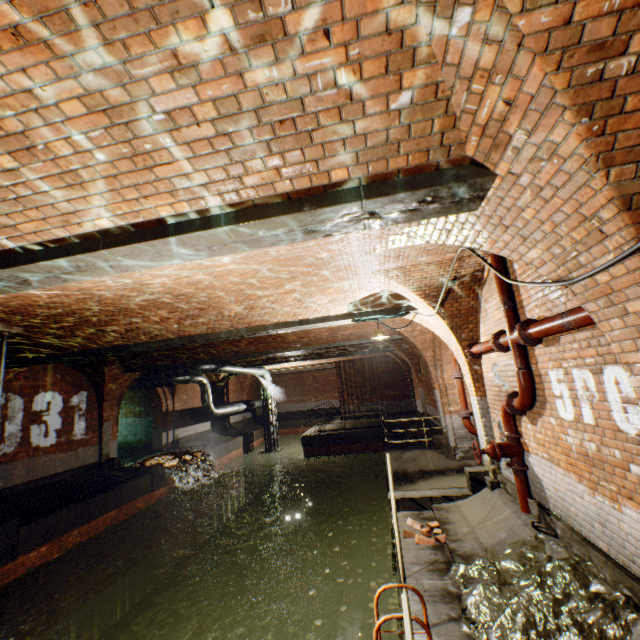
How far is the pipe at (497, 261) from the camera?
5.0 meters

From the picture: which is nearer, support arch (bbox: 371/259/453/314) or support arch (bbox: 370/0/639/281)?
support arch (bbox: 370/0/639/281)

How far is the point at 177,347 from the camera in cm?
1186

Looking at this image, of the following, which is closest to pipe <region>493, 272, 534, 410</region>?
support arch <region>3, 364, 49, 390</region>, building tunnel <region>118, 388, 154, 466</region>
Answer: support arch <region>3, 364, 49, 390</region>

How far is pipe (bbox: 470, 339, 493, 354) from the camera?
5.8 meters

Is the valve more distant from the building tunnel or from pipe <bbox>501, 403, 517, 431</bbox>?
the building tunnel

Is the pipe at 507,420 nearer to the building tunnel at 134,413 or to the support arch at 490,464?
the support arch at 490,464

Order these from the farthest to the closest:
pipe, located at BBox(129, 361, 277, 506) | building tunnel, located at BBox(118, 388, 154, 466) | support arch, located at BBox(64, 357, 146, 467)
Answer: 1. building tunnel, located at BBox(118, 388, 154, 466)
2. pipe, located at BBox(129, 361, 277, 506)
3. support arch, located at BBox(64, 357, 146, 467)
